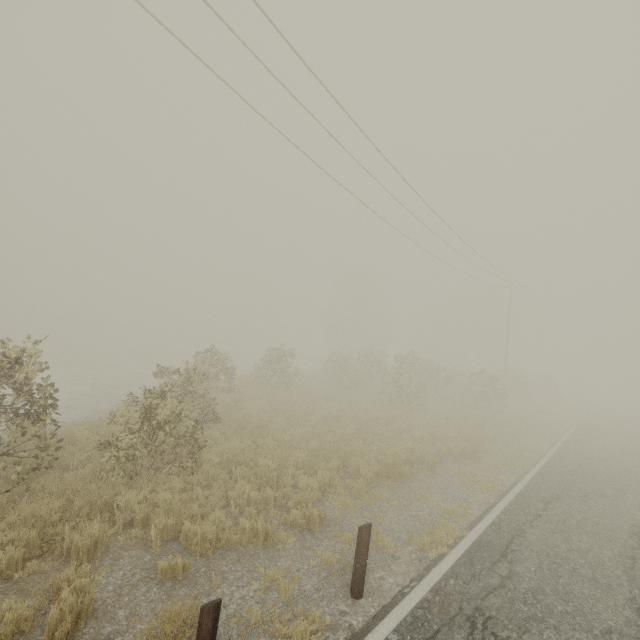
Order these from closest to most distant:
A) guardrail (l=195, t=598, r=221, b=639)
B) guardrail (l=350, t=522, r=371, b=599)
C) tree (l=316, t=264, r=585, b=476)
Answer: guardrail (l=195, t=598, r=221, b=639) < guardrail (l=350, t=522, r=371, b=599) < tree (l=316, t=264, r=585, b=476)

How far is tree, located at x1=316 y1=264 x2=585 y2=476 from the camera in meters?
19.2 m

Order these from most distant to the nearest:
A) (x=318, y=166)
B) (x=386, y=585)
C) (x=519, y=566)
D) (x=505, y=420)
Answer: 1. (x=505, y=420)
2. (x=318, y=166)
3. (x=519, y=566)
4. (x=386, y=585)

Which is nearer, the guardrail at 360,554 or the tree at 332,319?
the guardrail at 360,554

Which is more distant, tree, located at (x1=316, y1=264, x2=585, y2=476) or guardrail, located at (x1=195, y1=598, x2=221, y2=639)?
tree, located at (x1=316, y1=264, x2=585, y2=476)

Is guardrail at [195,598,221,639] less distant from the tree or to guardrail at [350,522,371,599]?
guardrail at [350,522,371,599]

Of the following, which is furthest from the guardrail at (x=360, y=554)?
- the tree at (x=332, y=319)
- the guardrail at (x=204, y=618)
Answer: the tree at (x=332, y=319)

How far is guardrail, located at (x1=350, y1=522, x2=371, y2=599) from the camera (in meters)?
4.59
